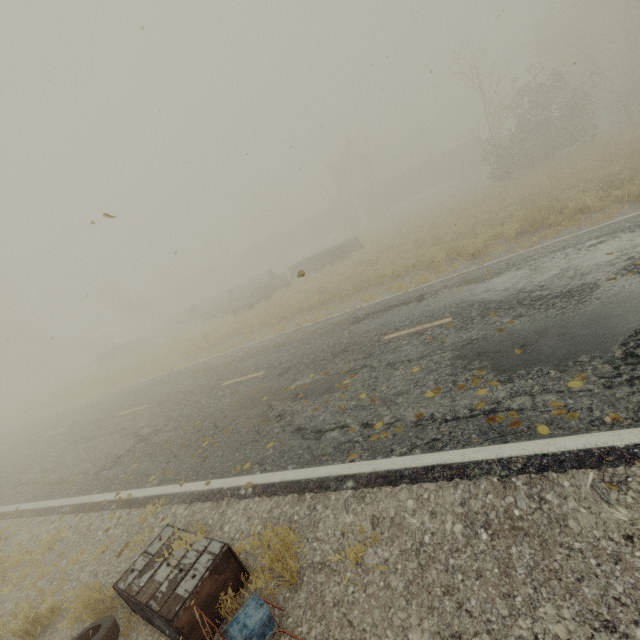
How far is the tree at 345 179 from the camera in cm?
3581

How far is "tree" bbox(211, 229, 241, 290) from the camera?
47.7m

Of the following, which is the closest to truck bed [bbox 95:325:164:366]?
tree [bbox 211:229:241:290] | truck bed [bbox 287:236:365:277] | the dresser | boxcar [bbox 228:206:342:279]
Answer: truck bed [bbox 287:236:365:277]

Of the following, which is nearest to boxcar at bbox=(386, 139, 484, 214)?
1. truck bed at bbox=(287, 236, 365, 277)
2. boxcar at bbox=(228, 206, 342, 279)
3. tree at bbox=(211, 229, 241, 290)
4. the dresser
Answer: boxcar at bbox=(228, 206, 342, 279)

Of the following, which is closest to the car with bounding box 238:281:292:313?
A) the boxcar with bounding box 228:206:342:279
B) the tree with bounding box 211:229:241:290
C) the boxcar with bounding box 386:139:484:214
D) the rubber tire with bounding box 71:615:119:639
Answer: the rubber tire with bounding box 71:615:119:639

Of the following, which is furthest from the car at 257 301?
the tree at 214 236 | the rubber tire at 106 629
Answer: the tree at 214 236

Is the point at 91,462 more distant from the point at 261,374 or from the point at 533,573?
the point at 533,573

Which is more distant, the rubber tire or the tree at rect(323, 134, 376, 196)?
the tree at rect(323, 134, 376, 196)
